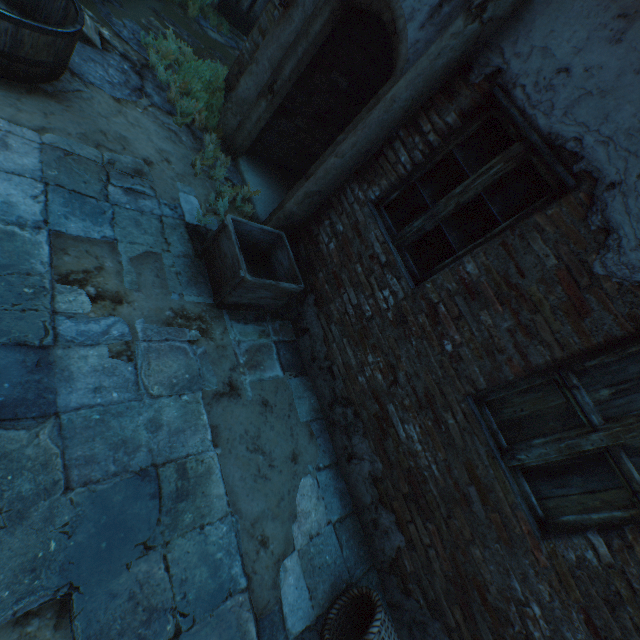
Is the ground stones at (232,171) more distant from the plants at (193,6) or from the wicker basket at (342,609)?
the wicker basket at (342,609)

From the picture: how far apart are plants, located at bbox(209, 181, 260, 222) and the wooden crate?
0.8m

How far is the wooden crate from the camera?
2.97m

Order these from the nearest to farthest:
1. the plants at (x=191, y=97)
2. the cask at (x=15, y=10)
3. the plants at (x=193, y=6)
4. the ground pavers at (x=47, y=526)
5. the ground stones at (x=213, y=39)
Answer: the ground pavers at (x=47, y=526), the cask at (x=15, y=10), the ground stones at (x=213, y=39), the plants at (x=191, y=97), the plants at (x=193, y=6)

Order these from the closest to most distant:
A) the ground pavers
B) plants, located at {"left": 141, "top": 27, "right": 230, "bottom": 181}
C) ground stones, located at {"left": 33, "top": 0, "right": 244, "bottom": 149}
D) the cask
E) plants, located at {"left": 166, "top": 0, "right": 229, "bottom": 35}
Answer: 1. the ground pavers
2. the cask
3. ground stones, located at {"left": 33, "top": 0, "right": 244, "bottom": 149}
4. plants, located at {"left": 141, "top": 27, "right": 230, "bottom": 181}
5. plants, located at {"left": 166, "top": 0, "right": 229, "bottom": 35}

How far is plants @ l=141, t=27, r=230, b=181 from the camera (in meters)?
4.14

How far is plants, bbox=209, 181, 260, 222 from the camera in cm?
380

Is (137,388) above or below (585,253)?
below
